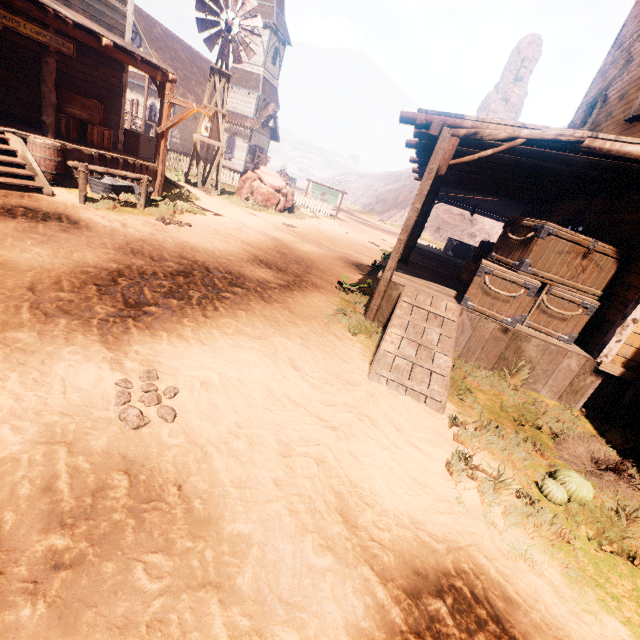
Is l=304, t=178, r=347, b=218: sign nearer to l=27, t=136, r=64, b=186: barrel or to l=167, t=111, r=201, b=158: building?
l=167, t=111, r=201, b=158: building

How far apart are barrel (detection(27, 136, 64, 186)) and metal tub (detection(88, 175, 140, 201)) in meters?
0.5

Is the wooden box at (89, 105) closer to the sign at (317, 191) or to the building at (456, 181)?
the building at (456, 181)

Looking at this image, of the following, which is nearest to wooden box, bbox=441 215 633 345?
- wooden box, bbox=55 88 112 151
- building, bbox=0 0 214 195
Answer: building, bbox=0 0 214 195

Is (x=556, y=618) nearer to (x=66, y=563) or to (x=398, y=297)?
(x=66, y=563)

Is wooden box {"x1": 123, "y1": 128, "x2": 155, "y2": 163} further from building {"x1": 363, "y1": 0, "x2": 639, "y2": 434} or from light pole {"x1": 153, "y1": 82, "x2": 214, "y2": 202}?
light pole {"x1": 153, "y1": 82, "x2": 214, "y2": 202}

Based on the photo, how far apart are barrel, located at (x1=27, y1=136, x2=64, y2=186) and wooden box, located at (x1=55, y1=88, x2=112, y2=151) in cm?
121

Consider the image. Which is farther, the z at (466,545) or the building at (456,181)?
the building at (456,181)
